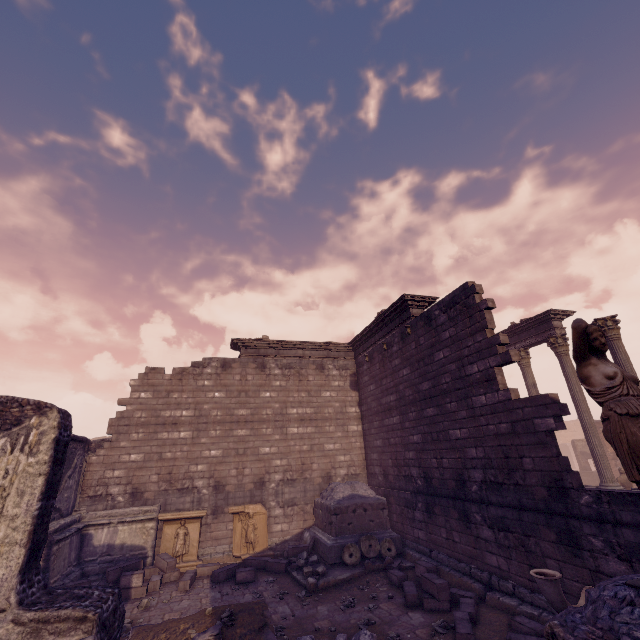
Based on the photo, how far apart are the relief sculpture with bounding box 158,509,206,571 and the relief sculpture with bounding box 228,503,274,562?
0.72m

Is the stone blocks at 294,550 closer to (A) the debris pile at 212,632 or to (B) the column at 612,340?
(A) the debris pile at 212,632

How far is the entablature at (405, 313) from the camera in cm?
1130

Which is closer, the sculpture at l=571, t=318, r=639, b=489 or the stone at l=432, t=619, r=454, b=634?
the sculpture at l=571, t=318, r=639, b=489

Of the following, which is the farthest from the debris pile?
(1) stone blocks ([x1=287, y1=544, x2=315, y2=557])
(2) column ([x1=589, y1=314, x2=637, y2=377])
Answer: (2) column ([x1=589, y1=314, x2=637, y2=377])

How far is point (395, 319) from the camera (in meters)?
12.16

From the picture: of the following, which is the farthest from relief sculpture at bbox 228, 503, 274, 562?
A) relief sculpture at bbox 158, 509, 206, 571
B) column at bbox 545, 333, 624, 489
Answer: column at bbox 545, 333, 624, 489

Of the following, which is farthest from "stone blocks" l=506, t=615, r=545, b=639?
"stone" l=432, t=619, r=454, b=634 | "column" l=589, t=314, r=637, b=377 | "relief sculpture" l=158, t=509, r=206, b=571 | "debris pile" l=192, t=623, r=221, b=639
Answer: "column" l=589, t=314, r=637, b=377
